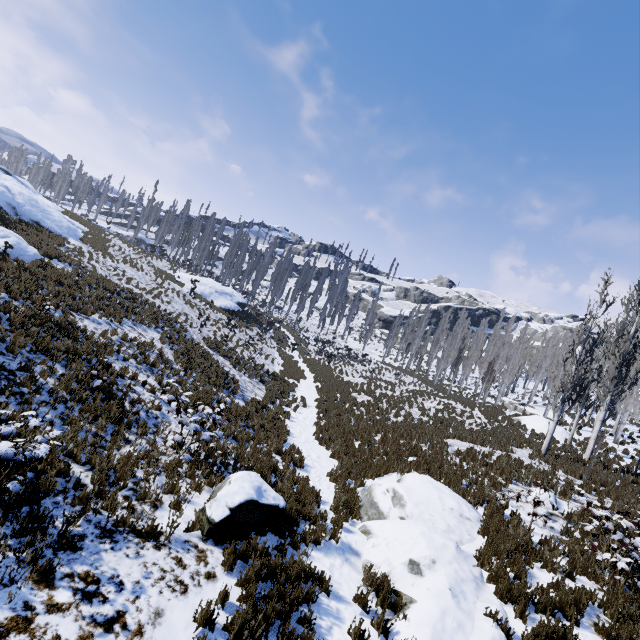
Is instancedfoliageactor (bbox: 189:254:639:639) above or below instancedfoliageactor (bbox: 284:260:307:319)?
below

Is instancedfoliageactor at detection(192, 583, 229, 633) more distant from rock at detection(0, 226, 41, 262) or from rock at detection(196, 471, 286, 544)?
rock at detection(0, 226, 41, 262)

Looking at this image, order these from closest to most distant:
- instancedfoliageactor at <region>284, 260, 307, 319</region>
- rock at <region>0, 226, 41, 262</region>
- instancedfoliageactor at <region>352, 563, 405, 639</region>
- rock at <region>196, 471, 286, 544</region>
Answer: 1. instancedfoliageactor at <region>352, 563, 405, 639</region>
2. rock at <region>196, 471, 286, 544</region>
3. rock at <region>0, 226, 41, 262</region>
4. instancedfoliageactor at <region>284, 260, 307, 319</region>

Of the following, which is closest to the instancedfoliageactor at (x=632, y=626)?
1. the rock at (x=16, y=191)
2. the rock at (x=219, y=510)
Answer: the rock at (x=219, y=510)

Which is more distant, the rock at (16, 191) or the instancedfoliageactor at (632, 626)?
the rock at (16, 191)

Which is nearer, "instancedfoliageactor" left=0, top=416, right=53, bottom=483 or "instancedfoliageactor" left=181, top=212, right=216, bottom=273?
"instancedfoliageactor" left=0, top=416, right=53, bottom=483

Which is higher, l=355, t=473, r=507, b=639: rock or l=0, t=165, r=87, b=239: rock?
l=0, t=165, r=87, b=239: rock

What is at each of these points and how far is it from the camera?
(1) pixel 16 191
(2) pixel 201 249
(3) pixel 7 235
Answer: (1) rock, 23.5 meters
(2) instancedfoliageactor, 56.1 meters
(3) rock, 15.7 meters
